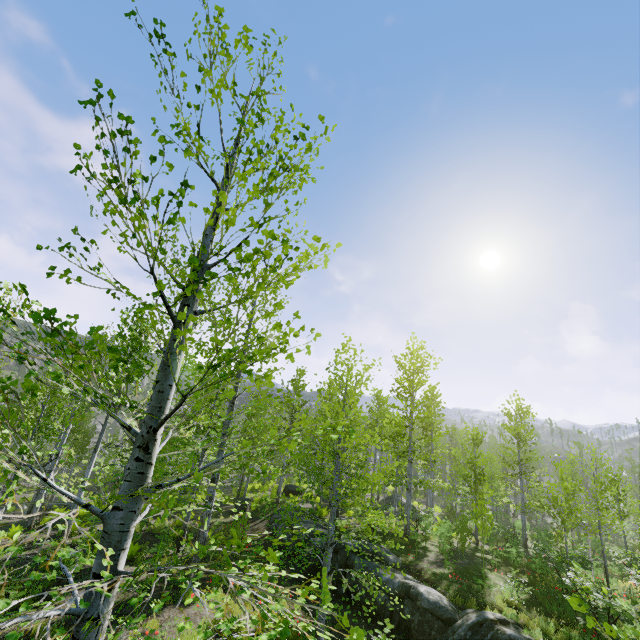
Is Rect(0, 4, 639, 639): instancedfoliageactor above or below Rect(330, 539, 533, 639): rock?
above

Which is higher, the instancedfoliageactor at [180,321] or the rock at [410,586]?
the instancedfoliageactor at [180,321]

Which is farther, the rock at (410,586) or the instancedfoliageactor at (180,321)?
the rock at (410,586)

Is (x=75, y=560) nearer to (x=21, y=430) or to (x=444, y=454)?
(x=21, y=430)

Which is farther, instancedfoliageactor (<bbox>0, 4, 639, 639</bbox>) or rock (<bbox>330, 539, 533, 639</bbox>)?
rock (<bbox>330, 539, 533, 639</bbox>)
